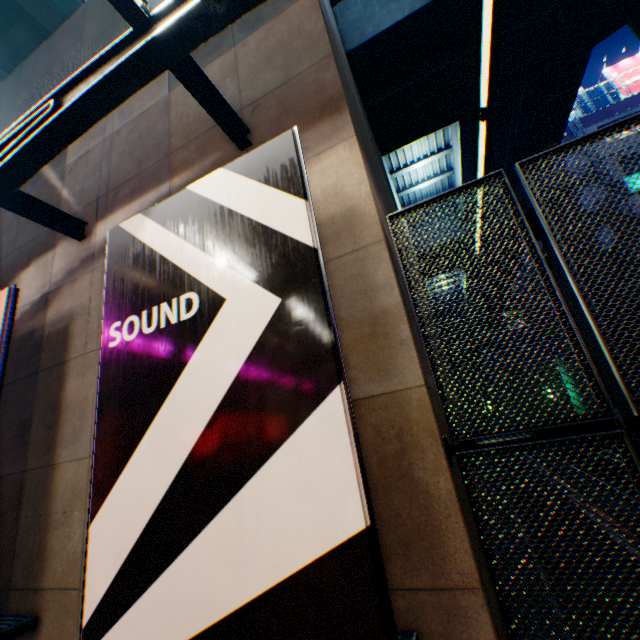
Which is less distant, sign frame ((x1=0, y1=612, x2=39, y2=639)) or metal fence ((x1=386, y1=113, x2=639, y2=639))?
metal fence ((x1=386, y1=113, x2=639, y2=639))

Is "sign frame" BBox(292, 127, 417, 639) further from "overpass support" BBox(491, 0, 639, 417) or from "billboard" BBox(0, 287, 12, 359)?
"overpass support" BBox(491, 0, 639, 417)

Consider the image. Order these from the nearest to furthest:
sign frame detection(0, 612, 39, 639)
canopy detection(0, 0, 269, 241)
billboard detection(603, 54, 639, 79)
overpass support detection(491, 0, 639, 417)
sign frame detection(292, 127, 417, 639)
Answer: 1. sign frame detection(292, 127, 417, 639)
2. canopy detection(0, 0, 269, 241)
3. sign frame detection(0, 612, 39, 639)
4. overpass support detection(491, 0, 639, 417)
5. billboard detection(603, 54, 639, 79)

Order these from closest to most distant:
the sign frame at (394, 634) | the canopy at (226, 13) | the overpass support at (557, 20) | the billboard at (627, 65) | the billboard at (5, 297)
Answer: the sign frame at (394, 634)
the canopy at (226, 13)
the billboard at (5, 297)
the overpass support at (557, 20)
the billboard at (627, 65)

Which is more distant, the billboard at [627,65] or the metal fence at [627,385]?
the billboard at [627,65]

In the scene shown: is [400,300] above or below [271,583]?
above

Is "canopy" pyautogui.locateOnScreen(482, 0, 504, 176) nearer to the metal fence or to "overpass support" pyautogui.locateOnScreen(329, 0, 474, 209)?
the metal fence

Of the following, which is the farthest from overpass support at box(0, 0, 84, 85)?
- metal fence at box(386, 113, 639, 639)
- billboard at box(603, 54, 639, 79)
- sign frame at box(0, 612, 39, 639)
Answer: billboard at box(603, 54, 639, 79)
